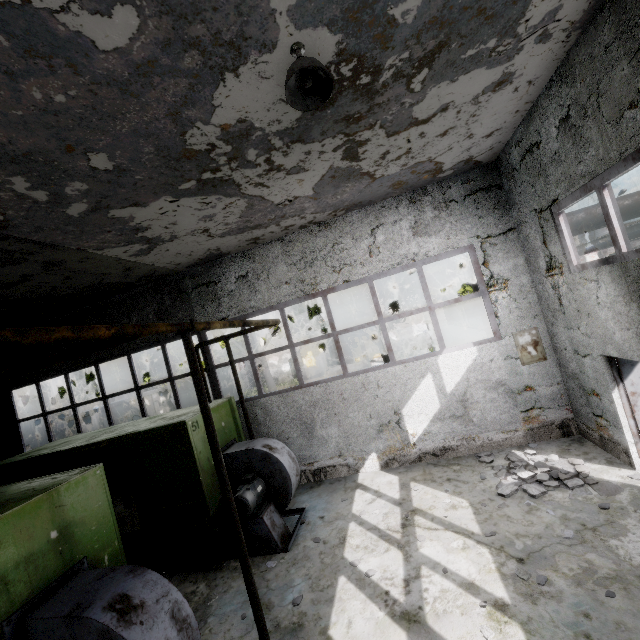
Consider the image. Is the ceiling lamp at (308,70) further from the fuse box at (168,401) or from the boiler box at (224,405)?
the fuse box at (168,401)

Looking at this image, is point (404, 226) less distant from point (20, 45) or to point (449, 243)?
point (449, 243)

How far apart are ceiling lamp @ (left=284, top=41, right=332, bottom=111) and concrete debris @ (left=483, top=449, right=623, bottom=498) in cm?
707

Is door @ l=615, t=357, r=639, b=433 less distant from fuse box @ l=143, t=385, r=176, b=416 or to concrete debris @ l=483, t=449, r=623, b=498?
concrete debris @ l=483, t=449, r=623, b=498

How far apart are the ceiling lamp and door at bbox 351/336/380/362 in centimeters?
2783cm

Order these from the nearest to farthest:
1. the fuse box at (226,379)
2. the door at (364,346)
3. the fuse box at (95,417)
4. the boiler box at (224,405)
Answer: Result:
the boiler box at (224,405)
the fuse box at (95,417)
the fuse box at (226,379)
the door at (364,346)

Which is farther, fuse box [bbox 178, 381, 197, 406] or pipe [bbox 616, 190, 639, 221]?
fuse box [bbox 178, 381, 197, 406]

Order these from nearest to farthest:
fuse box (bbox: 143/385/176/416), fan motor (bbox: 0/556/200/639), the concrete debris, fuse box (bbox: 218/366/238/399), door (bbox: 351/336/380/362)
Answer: fan motor (bbox: 0/556/200/639)
the concrete debris
fuse box (bbox: 143/385/176/416)
fuse box (bbox: 218/366/238/399)
door (bbox: 351/336/380/362)
